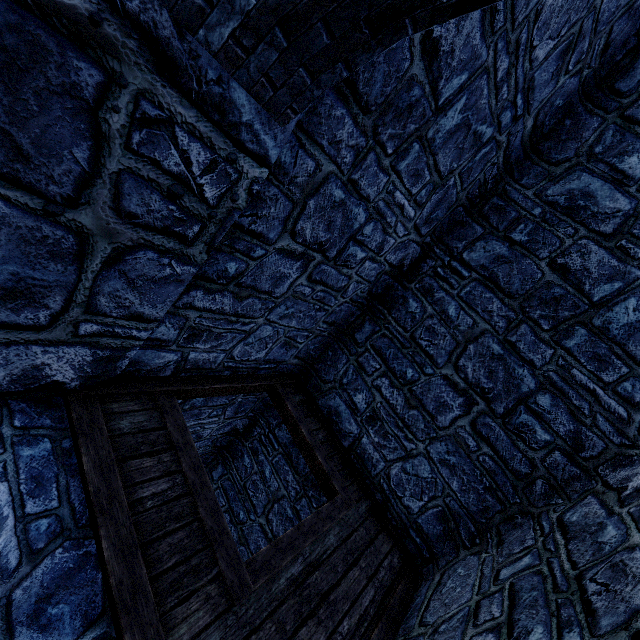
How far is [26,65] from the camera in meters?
1.1
